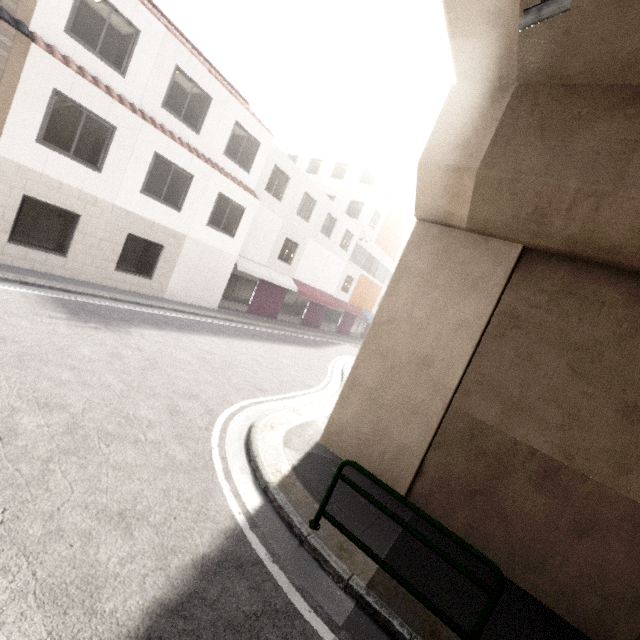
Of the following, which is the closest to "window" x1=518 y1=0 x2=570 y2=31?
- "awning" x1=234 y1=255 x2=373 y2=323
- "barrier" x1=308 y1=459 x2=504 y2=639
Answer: "barrier" x1=308 y1=459 x2=504 y2=639

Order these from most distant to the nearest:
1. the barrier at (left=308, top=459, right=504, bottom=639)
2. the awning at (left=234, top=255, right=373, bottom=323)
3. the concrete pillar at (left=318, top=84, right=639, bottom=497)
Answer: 1. the awning at (left=234, top=255, right=373, bottom=323)
2. the concrete pillar at (left=318, top=84, right=639, bottom=497)
3. the barrier at (left=308, top=459, right=504, bottom=639)

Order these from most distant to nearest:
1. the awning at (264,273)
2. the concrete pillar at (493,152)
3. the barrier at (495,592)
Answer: the awning at (264,273) → the concrete pillar at (493,152) → the barrier at (495,592)

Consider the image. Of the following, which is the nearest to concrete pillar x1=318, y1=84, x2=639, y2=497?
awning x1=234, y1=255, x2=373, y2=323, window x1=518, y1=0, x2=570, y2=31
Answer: window x1=518, y1=0, x2=570, y2=31

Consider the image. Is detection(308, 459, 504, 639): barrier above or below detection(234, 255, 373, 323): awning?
below

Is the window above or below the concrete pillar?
above

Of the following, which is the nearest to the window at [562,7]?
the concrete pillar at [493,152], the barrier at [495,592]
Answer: the concrete pillar at [493,152]

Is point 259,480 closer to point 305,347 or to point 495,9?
point 495,9
